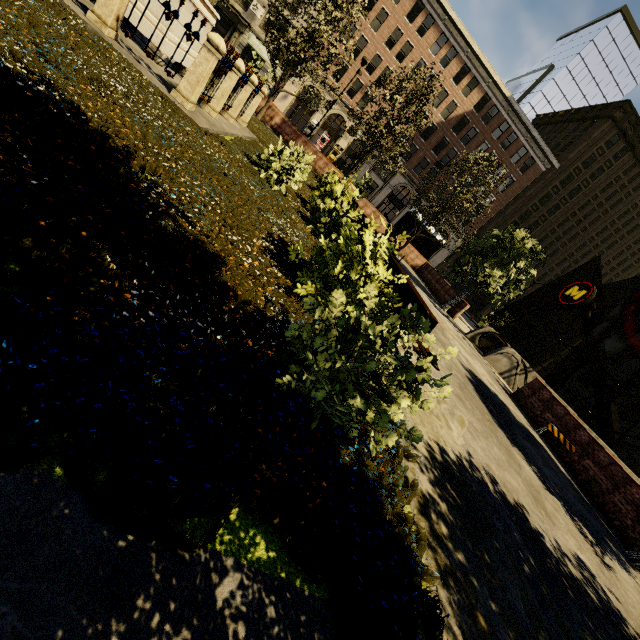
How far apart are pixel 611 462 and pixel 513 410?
2.75m

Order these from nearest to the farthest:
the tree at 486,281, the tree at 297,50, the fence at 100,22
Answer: the fence at 100,22 → the tree at 297,50 → the tree at 486,281

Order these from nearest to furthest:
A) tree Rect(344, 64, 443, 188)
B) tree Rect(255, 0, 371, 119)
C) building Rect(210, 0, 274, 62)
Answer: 1. tree Rect(255, 0, 371, 119)
2. tree Rect(344, 64, 443, 188)
3. building Rect(210, 0, 274, 62)

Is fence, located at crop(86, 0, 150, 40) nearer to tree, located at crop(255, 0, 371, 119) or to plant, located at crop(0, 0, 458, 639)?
plant, located at crop(0, 0, 458, 639)

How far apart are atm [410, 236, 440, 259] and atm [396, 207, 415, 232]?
1.7m

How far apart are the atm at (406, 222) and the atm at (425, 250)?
1.7m

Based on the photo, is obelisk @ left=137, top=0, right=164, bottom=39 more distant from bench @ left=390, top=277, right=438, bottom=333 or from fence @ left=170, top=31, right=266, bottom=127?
bench @ left=390, top=277, right=438, bottom=333

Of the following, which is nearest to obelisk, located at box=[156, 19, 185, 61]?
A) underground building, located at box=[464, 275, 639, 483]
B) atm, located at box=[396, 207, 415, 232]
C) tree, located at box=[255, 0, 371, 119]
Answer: tree, located at box=[255, 0, 371, 119]
